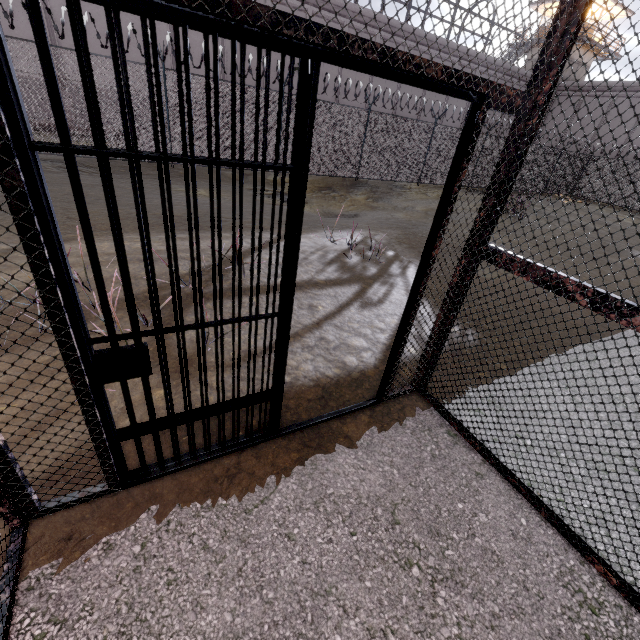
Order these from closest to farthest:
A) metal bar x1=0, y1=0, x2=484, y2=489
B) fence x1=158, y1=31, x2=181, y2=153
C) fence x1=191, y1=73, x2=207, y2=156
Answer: metal bar x1=0, y1=0, x2=484, y2=489
fence x1=158, y1=31, x2=181, y2=153
fence x1=191, y1=73, x2=207, y2=156

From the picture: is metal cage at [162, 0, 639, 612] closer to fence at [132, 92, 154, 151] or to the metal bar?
the metal bar

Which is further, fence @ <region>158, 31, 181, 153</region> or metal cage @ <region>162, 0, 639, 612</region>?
fence @ <region>158, 31, 181, 153</region>

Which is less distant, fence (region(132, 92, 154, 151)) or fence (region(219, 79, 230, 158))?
fence (region(132, 92, 154, 151))

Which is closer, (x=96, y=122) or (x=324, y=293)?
(x=96, y=122)

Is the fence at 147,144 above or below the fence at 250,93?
below

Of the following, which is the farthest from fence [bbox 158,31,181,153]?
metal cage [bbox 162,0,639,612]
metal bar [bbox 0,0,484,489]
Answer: metal bar [bbox 0,0,484,489]

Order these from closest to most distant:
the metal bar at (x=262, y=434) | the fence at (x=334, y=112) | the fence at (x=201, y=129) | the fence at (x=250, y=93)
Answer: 1. the metal bar at (x=262, y=434)
2. the fence at (x=201, y=129)
3. the fence at (x=250, y=93)
4. the fence at (x=334, y=112)
